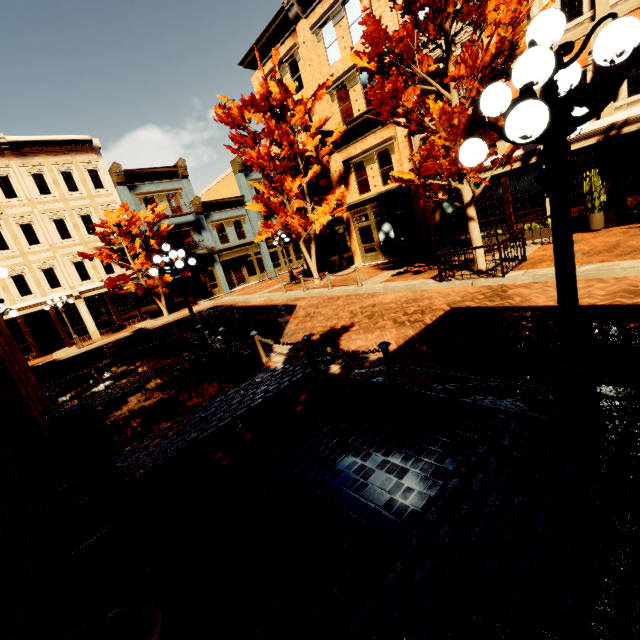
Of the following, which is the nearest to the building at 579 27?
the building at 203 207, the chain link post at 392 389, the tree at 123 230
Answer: the building at 203 207

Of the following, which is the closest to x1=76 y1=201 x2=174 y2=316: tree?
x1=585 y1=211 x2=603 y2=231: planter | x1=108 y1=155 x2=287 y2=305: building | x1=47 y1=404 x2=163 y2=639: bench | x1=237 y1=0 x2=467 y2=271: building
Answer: x1=108 y1=155 x2=287 y2=305: building

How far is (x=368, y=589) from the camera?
2.45m

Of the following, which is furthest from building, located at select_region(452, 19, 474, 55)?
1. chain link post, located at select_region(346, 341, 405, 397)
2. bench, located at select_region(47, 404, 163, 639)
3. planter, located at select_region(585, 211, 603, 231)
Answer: chain link post, located at select_region(346, 341, 405, 397)

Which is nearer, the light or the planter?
the light

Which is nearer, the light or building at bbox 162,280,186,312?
the light

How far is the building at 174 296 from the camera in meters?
25.9

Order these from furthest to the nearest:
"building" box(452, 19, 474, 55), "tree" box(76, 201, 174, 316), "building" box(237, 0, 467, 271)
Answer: "tree" box(76, 201, 174, 316), "building" box(237, 0, 467, 271), "building" box(452, 19, 474, 55)
